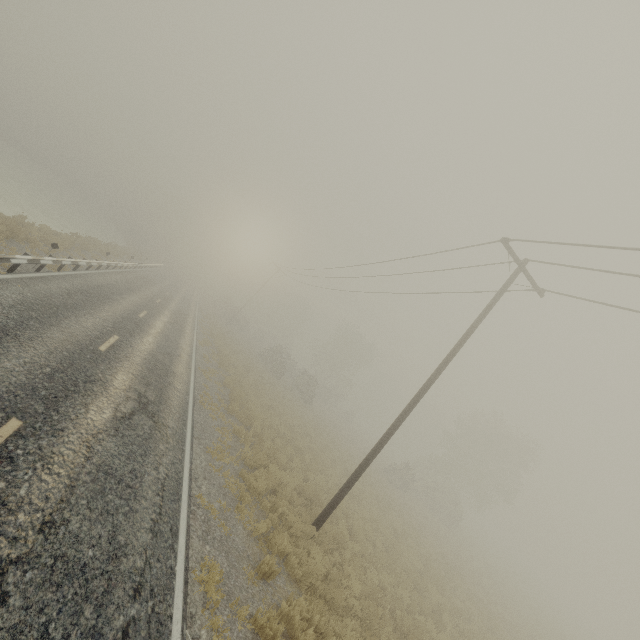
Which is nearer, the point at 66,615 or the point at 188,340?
the point at 66,615
